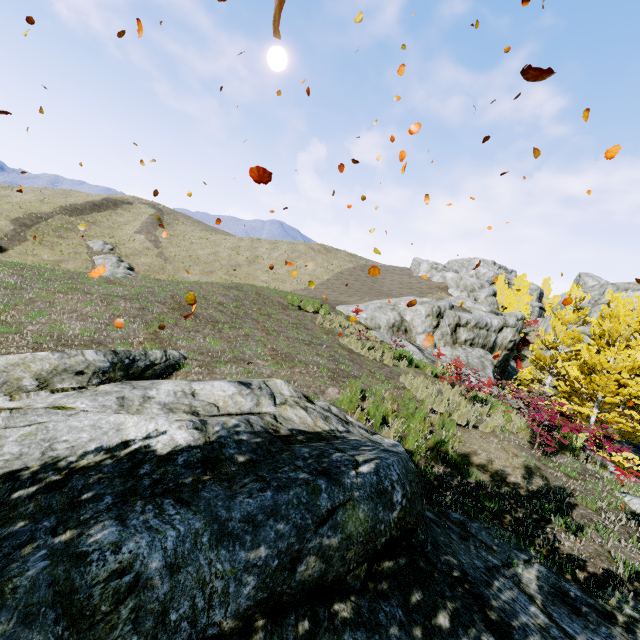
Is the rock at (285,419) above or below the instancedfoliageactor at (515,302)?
below

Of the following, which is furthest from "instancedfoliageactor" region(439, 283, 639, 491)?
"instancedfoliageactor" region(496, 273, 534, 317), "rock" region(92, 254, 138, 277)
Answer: "instancedfoliageactor" region(496, 273, 534, 317)

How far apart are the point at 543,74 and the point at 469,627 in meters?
4.4 m

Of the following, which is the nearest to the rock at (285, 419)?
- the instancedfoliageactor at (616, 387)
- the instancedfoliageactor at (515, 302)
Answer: the instancedfoliageactor at (616, 387)

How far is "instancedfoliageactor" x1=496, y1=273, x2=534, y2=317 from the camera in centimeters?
4393cm

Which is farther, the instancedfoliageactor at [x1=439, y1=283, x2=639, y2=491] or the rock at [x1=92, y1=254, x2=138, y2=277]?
the rock at [x1=92, y1=254, x2=138, y2=277]

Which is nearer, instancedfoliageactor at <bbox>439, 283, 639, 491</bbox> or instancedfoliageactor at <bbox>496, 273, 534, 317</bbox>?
instancedfoliageactor at <bbox>439, 283, 639, 491</bbox>
